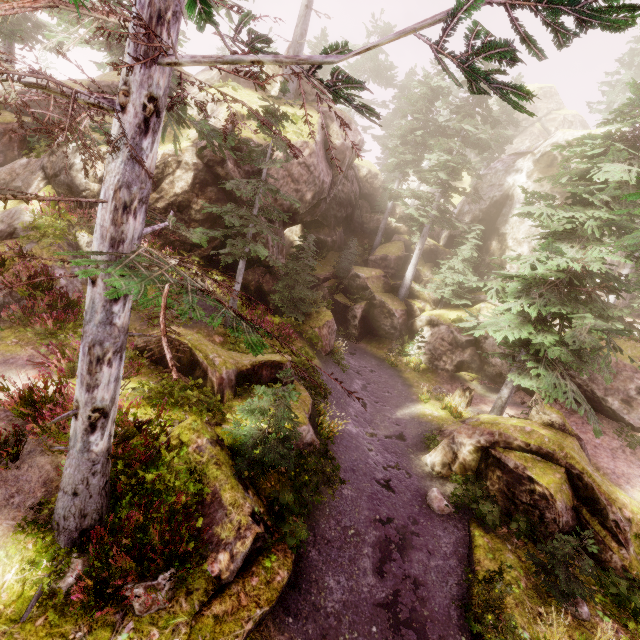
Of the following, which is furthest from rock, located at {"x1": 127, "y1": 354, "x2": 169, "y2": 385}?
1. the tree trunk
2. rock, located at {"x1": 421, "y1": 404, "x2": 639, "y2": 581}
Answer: the tree trunk

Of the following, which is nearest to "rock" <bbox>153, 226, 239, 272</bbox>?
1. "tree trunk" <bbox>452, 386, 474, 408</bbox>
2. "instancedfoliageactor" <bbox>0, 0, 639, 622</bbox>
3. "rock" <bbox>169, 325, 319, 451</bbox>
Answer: "instancedfoliageactor" <bbox>0, 0, 639, 622</bbox>

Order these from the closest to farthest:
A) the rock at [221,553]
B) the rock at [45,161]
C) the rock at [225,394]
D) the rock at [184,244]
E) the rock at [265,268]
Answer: the rock at [221,553] → the rock at [225,394] → the rock at [45,161] → the rock at [184,244] → the rock at [265,268]

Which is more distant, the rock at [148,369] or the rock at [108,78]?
the rock at [108,78]

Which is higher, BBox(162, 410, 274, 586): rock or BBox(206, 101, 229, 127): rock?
BBox(206, 101, 229, 127): rock

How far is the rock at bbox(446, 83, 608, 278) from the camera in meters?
23.0

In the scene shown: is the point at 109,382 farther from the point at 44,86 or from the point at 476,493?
the point at 476,493

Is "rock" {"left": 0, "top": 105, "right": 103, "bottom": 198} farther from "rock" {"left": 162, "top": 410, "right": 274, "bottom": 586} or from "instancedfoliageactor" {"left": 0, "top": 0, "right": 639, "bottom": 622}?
"rock" {"left": 162, "top": 410, "right": 274, "bottom": 586}
